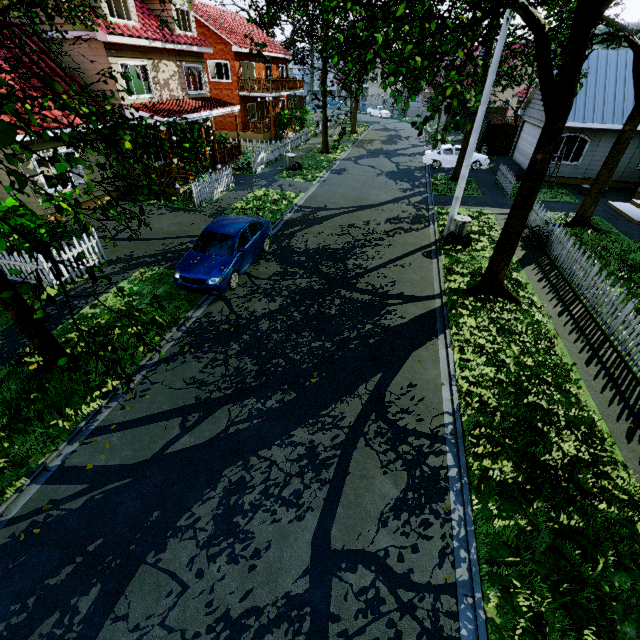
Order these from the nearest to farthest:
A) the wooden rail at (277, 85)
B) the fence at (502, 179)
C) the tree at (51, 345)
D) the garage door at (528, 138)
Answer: the tree at (51, 345), the fence at (502, 179), the garage door at (528, 138), the wooden rail at (277, 85)

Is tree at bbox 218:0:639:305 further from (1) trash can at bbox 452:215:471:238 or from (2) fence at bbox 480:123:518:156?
(1) trash can at bbox 452:215:471:238

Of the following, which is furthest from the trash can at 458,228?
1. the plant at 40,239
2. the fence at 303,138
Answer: the plant at 40,239

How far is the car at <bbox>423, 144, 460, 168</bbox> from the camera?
23.1m

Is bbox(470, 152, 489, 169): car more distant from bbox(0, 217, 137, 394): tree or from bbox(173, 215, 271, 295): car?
bbox(173, 215, 271, 295): car

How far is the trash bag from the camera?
12.58m

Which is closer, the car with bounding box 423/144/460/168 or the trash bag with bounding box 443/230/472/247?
the trash bag with bounding box 443/230/472/247

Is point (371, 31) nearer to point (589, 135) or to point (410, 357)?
point (410, 357)
